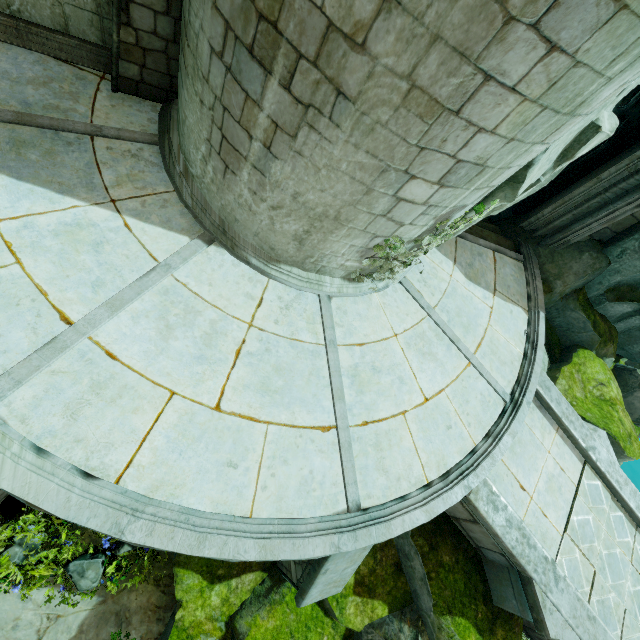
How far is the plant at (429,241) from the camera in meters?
5.1 m

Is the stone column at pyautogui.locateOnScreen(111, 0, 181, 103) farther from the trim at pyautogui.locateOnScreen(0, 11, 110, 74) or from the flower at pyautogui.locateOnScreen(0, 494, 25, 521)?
the flower at pyautogui.locateOnScreen(0, 494, 25, 521)

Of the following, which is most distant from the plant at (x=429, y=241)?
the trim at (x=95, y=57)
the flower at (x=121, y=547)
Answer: the flower at (x=121, y=547)

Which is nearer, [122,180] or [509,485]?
[122,180]

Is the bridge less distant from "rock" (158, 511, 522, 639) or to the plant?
"rock" (158, 511, 522, 639)

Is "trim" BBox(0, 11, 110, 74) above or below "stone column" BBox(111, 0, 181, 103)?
below

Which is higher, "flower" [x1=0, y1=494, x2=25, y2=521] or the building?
the building

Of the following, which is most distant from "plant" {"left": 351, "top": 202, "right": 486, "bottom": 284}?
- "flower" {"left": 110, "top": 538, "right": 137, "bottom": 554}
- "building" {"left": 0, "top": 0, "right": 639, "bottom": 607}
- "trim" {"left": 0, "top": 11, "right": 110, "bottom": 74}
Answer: "flower" {"left": 110, "top": 538, "right": 137, "bottom": 554}
